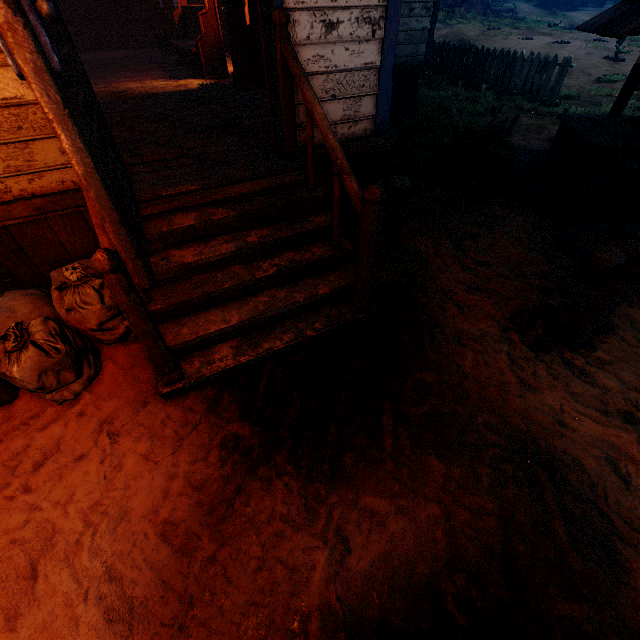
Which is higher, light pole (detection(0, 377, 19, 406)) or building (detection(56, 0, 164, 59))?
building (detection(56, 0, 164, 59))

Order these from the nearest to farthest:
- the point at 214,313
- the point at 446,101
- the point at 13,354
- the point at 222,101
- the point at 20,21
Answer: the point at 20,21 → the point at 13,354 → the point at 214,313 → the point at 222,101 → the point at 446,101

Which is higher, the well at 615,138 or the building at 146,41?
the building at 146,41

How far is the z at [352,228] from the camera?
3.6 meters

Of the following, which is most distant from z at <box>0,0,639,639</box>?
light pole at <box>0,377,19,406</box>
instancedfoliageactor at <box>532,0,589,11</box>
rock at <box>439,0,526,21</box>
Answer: instancedfoliageactor at <box>532,0,589,11</box>

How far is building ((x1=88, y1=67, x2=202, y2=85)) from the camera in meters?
6.8 m

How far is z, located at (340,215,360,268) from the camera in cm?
362

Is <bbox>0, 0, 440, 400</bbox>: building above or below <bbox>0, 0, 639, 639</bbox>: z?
above
